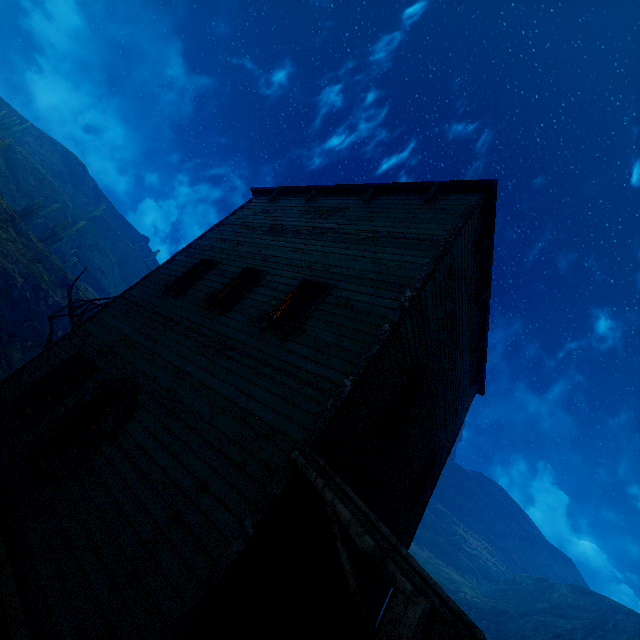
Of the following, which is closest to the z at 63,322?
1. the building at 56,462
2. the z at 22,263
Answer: the z at 22,263

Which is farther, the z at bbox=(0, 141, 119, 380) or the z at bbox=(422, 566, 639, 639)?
the z at bbox=(422, 566, 639, 639)

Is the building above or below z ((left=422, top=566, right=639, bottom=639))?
below

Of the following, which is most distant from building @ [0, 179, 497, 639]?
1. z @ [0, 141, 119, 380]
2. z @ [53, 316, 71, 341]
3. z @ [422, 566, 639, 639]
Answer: z @ [0, 141, 119, 380]

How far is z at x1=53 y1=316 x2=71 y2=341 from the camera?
24.5m

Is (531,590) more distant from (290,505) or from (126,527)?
(126,527)

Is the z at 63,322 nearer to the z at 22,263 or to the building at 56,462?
the z at 22,263

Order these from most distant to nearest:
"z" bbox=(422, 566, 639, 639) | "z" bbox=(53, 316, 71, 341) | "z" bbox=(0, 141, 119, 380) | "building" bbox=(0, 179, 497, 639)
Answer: "z" bbox=(422, 566, 639, 639) → "z" bbox=(53, 316, 71, 341) → "z" bbox=(0, 141, 119, 380) → "building" bbox=(0, 179, 497, 639)
